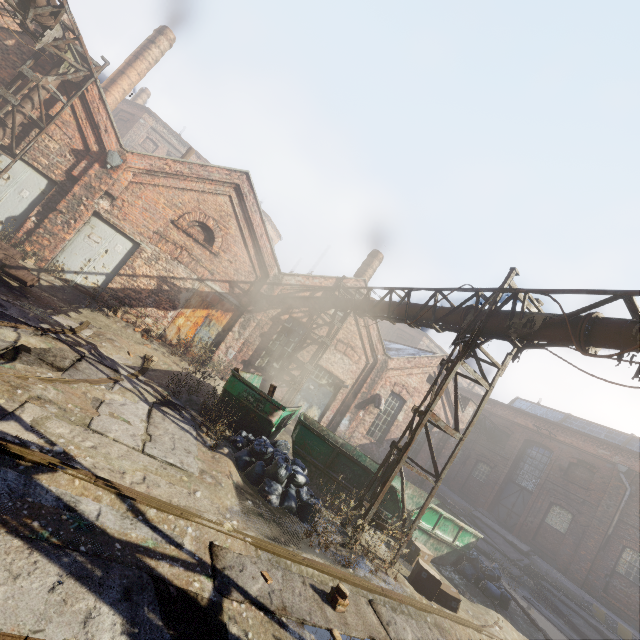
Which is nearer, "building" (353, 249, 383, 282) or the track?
the track

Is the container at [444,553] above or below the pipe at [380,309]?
below

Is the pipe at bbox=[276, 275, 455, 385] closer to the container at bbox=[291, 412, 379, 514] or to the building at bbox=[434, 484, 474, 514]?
the container at bbox=[291, 412, 379, 514]

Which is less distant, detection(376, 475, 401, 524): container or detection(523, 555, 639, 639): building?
detection(376, 475, 401, 524): container

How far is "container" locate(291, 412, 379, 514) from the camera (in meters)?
8.02

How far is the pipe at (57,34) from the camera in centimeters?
827cm

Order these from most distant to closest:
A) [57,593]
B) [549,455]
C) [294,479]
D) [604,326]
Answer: [549,455], [294,479], [604,326], [57,593]

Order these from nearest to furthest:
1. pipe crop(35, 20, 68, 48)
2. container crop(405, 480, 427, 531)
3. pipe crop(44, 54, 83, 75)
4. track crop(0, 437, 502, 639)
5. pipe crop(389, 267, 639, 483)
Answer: track crop(0, 437, 502, 639) → pipe crop(389, 267, 639, 483) → pipe crop(35, 20, 68, 48) → container crop(405, 480, 427, 531) → pipe crop(44, 54, 83, 75)
